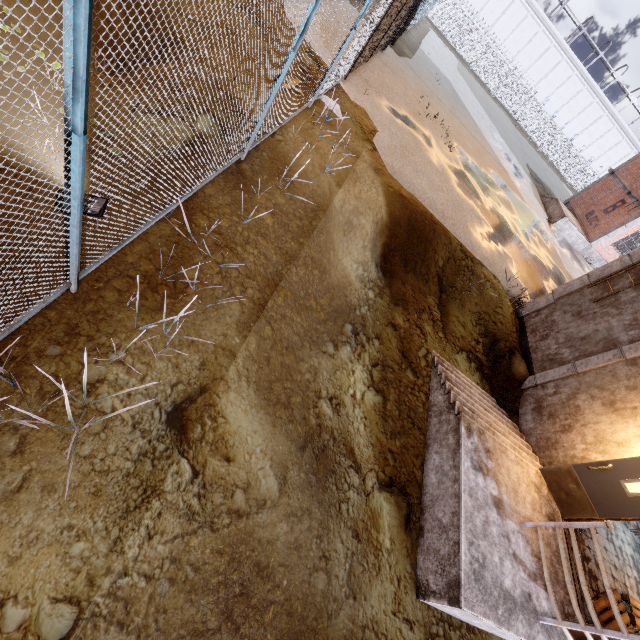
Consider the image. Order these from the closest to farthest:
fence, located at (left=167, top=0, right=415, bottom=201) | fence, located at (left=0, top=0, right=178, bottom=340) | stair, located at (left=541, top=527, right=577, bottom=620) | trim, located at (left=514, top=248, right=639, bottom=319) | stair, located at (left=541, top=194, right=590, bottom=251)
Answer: fence, located at (left=0, top=0, right=178, bottom=340)
fence, located at (left=167, top=0, right=415, bottom=201)
stair, located at (left=541, top=527, right=577, bottom=620)
trim, located at (left=514, top=248, right=639, bottom=319)
stair, located at (left=541, top=194, right=590, bottom=251)

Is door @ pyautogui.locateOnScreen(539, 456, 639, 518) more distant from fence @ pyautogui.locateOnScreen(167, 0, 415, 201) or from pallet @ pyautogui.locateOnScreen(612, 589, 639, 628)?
fence @ pyautogui.locateOnScreen(167, 0, 415, 201)

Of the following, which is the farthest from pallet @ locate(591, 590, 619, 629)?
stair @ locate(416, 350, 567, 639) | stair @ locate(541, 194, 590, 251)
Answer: stair @ locate(541, 194, 590, 251)

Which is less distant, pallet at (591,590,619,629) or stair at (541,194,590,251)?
pallet at (591,590,619,629)

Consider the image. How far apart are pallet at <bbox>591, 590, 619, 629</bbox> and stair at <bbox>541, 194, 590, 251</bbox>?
22.5m

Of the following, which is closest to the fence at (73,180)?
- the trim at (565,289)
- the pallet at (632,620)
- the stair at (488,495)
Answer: the trim at (565,289)

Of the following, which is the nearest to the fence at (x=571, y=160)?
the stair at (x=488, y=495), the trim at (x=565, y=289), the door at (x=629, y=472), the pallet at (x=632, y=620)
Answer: the trim at (x=565, y=289)

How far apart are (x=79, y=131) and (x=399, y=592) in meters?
6.7 m
